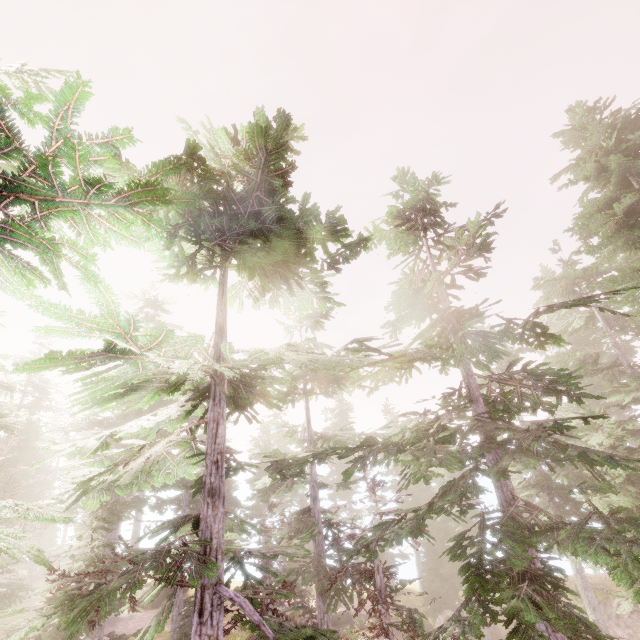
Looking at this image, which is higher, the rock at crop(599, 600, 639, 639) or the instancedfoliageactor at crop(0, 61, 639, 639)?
the instancedfoliageactor at crop(0, 61, 639, 639)

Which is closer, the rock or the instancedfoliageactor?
the instancedfoliageactor

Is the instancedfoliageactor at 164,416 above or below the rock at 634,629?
above

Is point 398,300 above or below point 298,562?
above

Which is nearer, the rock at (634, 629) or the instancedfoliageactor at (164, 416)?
the instancedfoliageactor at (164, 416)
